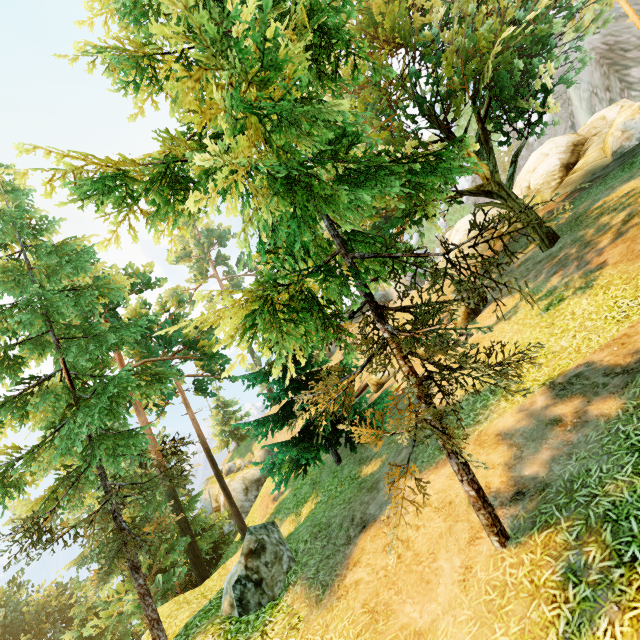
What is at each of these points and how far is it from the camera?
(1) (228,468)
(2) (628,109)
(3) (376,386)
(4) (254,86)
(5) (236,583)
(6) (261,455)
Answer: (1) rock, 38.66m
(2) rock, 18.83m
(3) rock, 18.98m
(4) tree, 2.68m
(5) rock, 7.17m
(6) rock, 37.53m

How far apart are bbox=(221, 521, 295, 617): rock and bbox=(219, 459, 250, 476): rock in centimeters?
3216cm

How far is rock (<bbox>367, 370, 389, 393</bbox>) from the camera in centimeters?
1888cm

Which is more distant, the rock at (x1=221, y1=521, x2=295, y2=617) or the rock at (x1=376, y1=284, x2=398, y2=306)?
the rock at (x1=376, y1=284, x2=398, y2=306)

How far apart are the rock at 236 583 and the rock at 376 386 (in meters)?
11.30

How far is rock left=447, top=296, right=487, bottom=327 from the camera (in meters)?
14.62

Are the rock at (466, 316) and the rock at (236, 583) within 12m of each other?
yes

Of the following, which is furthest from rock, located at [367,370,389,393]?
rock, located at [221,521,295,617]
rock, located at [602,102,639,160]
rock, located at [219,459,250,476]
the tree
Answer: rock, located at [219,459,250,476]
